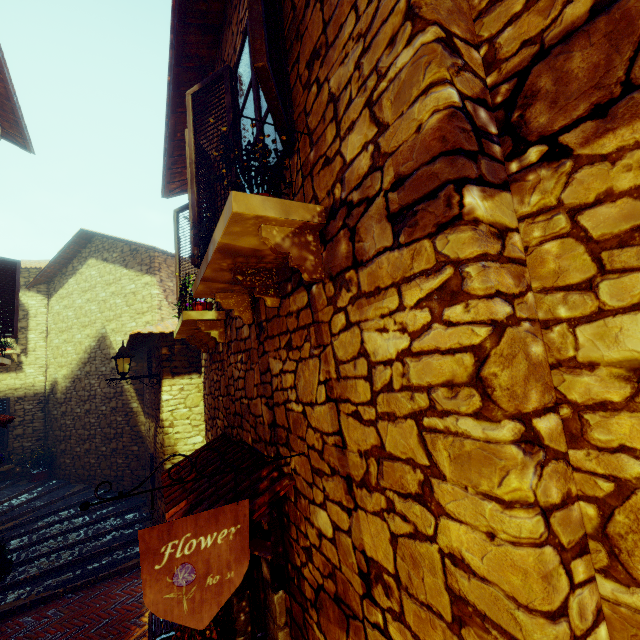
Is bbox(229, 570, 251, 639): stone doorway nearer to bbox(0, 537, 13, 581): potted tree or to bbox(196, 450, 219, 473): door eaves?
bbox(196, 450, 219, 473): door eaves

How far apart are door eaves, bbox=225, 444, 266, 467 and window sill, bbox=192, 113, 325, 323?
1.1m

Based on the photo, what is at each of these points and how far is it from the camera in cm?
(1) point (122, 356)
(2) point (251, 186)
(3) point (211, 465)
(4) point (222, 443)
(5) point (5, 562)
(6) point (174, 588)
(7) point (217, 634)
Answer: (1) street light, 600
(2) flower pot, 179
(3) door eaves, 316
(4) door eaves, 374
(5) potted tree, 510
(6) sign post, 150
(7) flower pot, 185

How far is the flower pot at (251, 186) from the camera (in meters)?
1.66

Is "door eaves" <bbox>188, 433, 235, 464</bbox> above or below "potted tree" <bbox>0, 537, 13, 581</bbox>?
above

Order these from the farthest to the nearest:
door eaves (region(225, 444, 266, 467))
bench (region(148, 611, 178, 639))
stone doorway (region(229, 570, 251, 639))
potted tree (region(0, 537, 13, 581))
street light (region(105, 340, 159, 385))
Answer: street light (region(105, 340, 159, 385)) → potted tree (region(0, 537, 13, 581)) → bench (region(148, 611, 178, 639)) → stone doorway (region(229, 570, 251, 639)) → door eaves (region(225, 444, 266, 467))

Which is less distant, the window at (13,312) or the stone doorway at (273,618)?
the stone doorway at (273,618)

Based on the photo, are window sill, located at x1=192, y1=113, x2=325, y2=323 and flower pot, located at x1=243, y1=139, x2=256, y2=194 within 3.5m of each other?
yes
